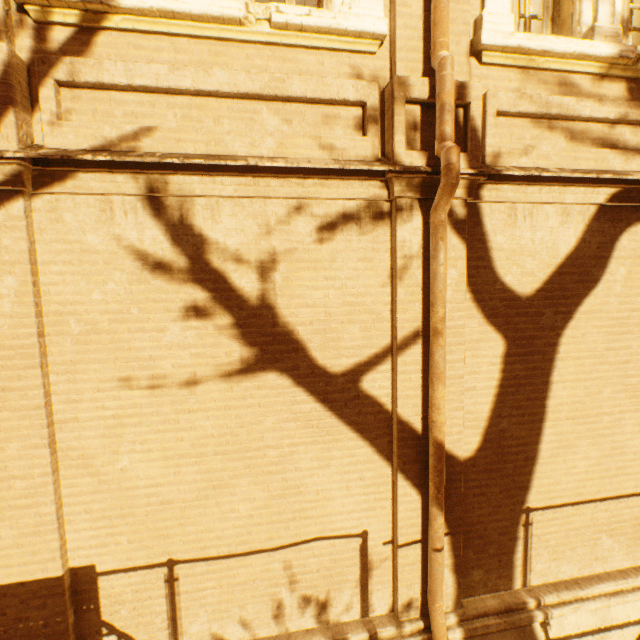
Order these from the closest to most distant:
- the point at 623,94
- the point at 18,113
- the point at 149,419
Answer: the point at 18,113, the point at 149,419, the point at 623,94
